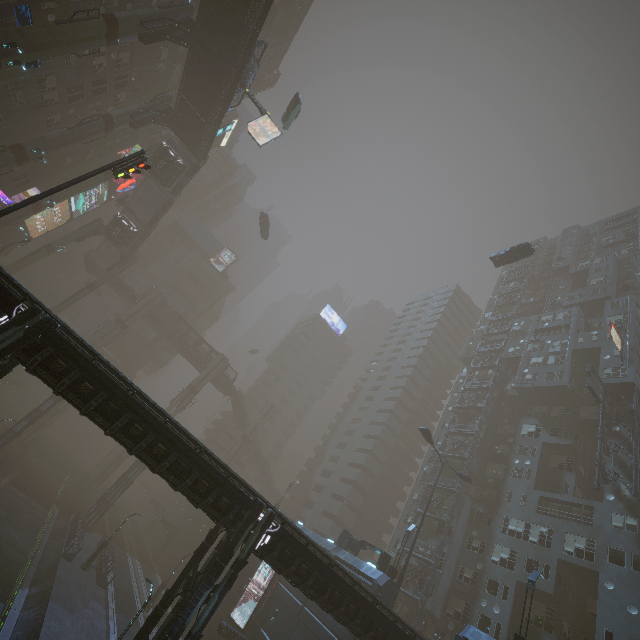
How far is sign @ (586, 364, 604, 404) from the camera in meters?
33.3 m

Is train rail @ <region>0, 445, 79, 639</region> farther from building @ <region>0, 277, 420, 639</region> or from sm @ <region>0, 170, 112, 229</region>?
sm @ <region>0, 170, 112, 229</region>

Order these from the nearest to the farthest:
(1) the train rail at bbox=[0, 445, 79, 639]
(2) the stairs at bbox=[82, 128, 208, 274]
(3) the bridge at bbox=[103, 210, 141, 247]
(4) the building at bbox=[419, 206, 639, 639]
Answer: (1) the train rail at bbox=[0, 445, 79, 639] → (4) the building at bbox=[419, 206, 639, 639] → (2) the stairs at bbox=[82, 128, 208, 274] → (3) the bridge at bbox=[103, 210, 141, 247]

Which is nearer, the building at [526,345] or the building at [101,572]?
the building at [526,345]

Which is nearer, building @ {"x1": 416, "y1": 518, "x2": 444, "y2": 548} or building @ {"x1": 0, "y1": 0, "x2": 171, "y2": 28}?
building @ {"x1": 0, "y1": 0, "x2": 171, "y2": 28}

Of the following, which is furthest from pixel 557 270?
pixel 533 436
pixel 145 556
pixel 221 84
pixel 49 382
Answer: pixel 145 556

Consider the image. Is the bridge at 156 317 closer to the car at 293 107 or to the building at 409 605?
the building at 409 605

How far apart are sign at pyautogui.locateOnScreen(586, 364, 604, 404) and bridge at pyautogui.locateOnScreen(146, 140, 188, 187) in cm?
5333
